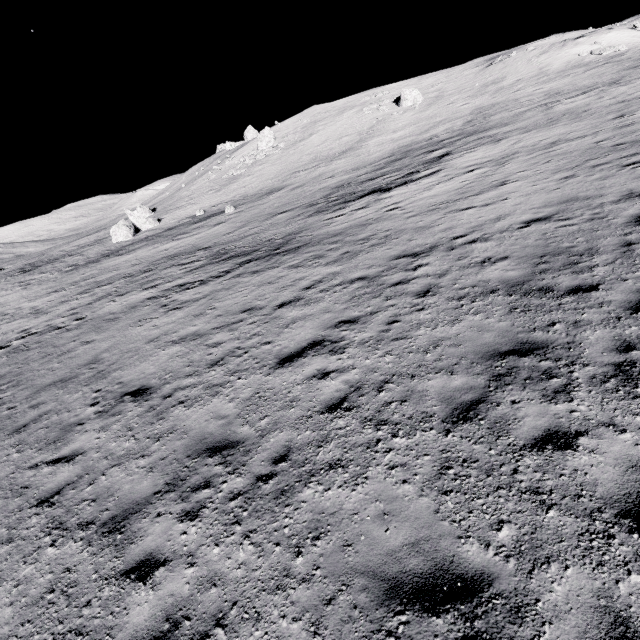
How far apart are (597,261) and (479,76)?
55.1 meters

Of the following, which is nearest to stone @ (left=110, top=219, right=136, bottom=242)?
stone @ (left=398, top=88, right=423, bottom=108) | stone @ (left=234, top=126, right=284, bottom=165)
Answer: stone @ (left=234, top=126, right=284, bottom=165)

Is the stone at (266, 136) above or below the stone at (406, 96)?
above

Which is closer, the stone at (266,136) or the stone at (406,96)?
the stone at (406,96)

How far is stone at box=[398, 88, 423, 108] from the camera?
46.1 meters

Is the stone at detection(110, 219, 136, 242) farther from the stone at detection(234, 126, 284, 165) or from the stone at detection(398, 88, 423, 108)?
the stone at detection(398, 88, 423, 108)

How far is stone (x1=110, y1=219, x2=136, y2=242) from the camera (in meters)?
39.41
